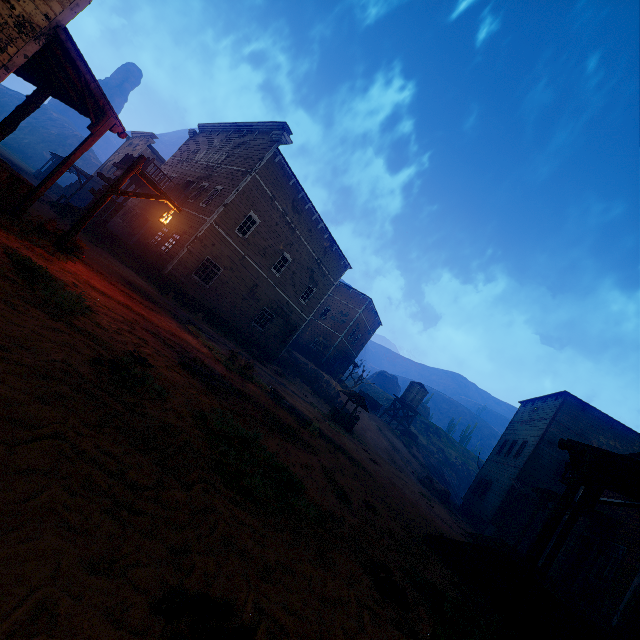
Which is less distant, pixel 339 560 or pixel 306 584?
pixel 306 584

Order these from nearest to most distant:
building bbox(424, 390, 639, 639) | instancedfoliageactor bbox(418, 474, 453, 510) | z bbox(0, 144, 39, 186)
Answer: building bbox(424, 390, 639, 639) → instancedfoliageactor bbox(418, 474, 453, 510) → z bbox(0, 144, 39, 186)

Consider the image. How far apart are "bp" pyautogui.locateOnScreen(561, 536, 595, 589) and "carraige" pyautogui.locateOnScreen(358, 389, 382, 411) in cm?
2769

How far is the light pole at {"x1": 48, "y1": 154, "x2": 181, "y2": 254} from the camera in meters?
8.1

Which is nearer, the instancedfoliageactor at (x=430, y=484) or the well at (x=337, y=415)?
the well at (x=337, y=415)

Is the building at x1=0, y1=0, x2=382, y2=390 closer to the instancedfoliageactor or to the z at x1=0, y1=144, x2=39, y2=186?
the z at x1=0, y1=144, x2=39, y2=186

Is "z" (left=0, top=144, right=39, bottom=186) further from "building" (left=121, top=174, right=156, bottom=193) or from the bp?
the bp

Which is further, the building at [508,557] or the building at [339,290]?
the building at [339,290]
